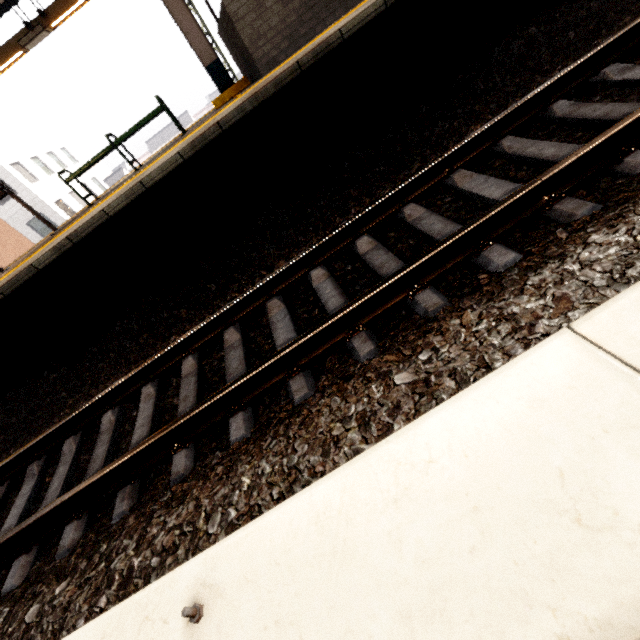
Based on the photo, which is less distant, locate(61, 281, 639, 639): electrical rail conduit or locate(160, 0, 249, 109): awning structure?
locate(61, 281, 639, 639): electrical rail conduit

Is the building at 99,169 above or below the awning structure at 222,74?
above

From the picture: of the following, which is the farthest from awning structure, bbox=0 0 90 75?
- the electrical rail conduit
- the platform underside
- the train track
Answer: the electrical rail conduit

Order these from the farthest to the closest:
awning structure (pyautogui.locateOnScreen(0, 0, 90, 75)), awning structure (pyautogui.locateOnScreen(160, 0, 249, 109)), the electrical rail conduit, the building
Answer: the building < awning structure (pyautogui.locateOnScreen(0, 0, 90, 75)) < awning structure (pyautogui.locateOnScreen(160, 0, 249, 109)) < the electrical rail conduit

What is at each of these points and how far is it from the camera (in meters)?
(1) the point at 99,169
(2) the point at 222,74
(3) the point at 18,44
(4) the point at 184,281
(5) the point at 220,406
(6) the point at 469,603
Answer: (1) building, 47.12
(2) awning structure, 5.85
(3) awning structure, 6.77
(4) platform underside, 4.21
(5) train track, 2.30
(6) electrical rail conduit, 0.62

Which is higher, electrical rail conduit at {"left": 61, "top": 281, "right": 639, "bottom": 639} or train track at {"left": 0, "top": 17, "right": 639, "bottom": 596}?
electrical rail conduit at {"left": 61, "top": 281, "right": 639, "bottom": 639}

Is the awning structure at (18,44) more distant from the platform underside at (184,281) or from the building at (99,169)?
the building at (99,169)

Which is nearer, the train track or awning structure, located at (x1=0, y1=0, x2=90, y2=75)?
the train track
